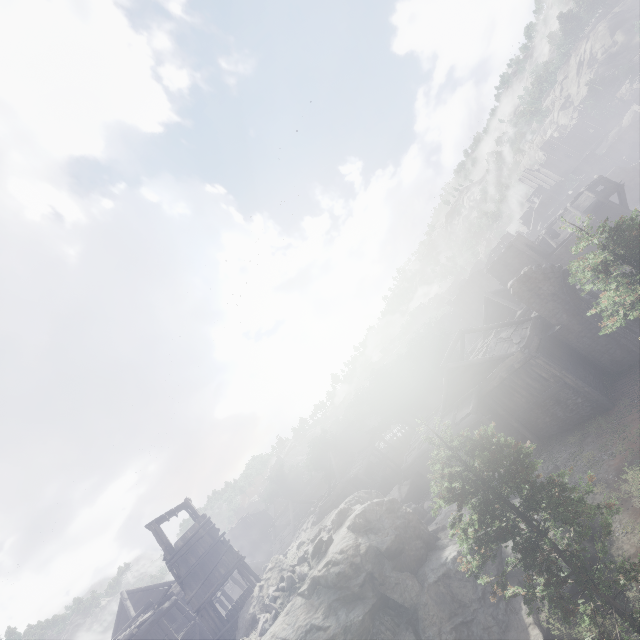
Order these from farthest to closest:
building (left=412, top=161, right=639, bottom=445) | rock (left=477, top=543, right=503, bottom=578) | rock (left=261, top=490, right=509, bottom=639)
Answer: building (left=412, top=161, right=639, bottom=445)
rock (left=477, top=543, right=503, bottom=578)
rock (left=261, top=490, right=509, bottom=639)

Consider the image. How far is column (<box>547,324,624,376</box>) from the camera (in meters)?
20.23

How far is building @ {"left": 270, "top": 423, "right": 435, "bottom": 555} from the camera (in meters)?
32.31

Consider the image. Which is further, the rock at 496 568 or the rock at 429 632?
the rock at 496 568

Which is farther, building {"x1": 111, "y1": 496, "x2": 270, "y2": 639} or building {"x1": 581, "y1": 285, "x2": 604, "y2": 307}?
building {"x1": 581, "y1": 285, "x2": 604, "y2": 307}

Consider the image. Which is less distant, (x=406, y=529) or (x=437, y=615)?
(x=437, y=615)

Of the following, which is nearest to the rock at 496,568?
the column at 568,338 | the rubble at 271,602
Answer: the rubble at 271,602
